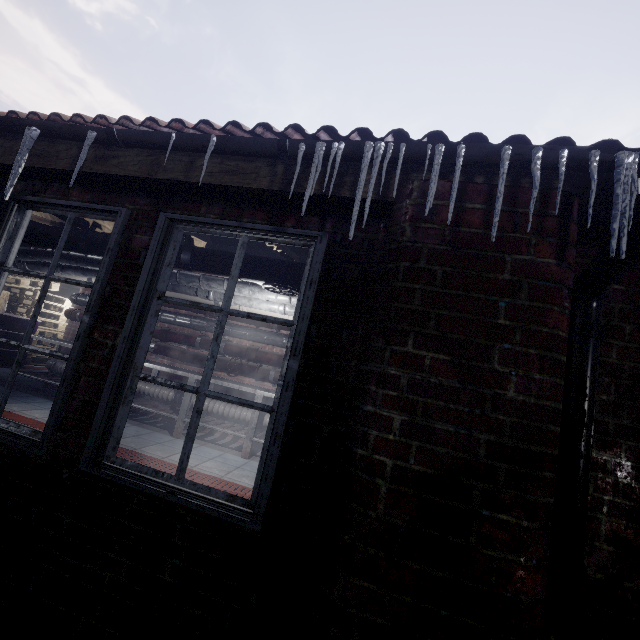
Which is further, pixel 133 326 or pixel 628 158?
pixel 133 326

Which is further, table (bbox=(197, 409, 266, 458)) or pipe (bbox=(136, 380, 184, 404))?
pipe (bbox=(136, 380, 184, 404))

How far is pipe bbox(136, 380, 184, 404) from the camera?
4.8 meters

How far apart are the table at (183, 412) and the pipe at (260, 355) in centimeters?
11cm

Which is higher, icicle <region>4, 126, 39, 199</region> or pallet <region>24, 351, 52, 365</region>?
icicle <region>4, 126, 39, 199</region>

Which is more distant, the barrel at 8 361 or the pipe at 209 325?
the barrel at 8 361

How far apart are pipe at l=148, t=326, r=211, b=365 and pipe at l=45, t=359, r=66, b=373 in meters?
0.4 m
